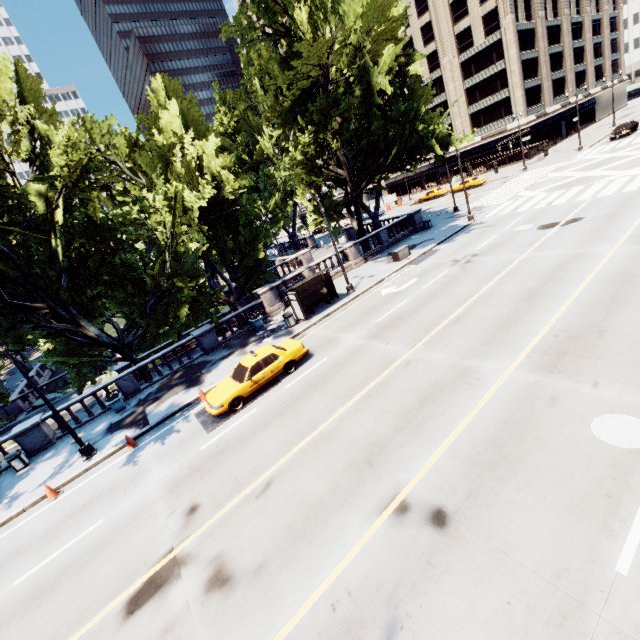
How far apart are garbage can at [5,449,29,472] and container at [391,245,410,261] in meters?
26.1

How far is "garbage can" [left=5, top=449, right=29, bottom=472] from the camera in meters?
16.1 m

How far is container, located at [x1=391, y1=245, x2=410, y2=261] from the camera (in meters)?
25.50

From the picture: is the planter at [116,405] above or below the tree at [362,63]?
below

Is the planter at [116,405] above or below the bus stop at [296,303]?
below

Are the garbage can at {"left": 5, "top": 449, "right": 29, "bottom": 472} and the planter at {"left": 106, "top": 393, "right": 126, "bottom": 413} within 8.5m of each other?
yes

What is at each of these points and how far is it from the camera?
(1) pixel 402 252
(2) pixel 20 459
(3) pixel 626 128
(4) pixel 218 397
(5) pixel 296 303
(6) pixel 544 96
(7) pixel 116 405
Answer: (1) container, 25.7m
(2) garbage can, 16.3m
(3) vehicle, 39.3m
(4) vehicle, 14.0m
(5) bus stop, 20.5m
(6) building, 52.8m
(7) planter, 18.5m

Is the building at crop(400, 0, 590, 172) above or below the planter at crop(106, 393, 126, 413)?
above
